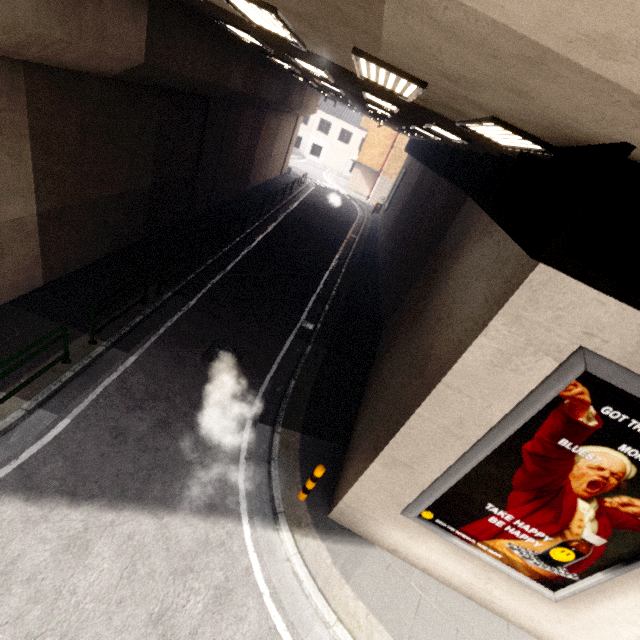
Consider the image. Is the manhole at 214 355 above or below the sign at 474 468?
below

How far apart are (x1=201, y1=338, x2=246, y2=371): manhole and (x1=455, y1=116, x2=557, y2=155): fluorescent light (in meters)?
7.37

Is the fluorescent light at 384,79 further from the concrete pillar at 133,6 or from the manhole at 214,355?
the manhole at 214,355

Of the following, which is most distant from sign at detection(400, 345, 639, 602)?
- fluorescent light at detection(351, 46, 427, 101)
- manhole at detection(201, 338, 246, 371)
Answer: manhole at detection(201, 338, 246, 371)

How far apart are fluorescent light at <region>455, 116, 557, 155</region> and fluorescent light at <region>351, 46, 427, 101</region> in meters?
0.9 m

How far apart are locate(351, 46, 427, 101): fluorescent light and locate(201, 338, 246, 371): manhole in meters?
7.0

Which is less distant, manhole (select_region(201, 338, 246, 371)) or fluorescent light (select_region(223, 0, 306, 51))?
fluorescent light (select_region(223, 0, 306, 51))

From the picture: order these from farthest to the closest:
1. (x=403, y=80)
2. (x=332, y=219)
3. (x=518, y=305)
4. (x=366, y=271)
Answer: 1. (x=332, y=219)
2. (x=366, y=271)
3. (x=403, y=80)
4. (x=518, y=305)
